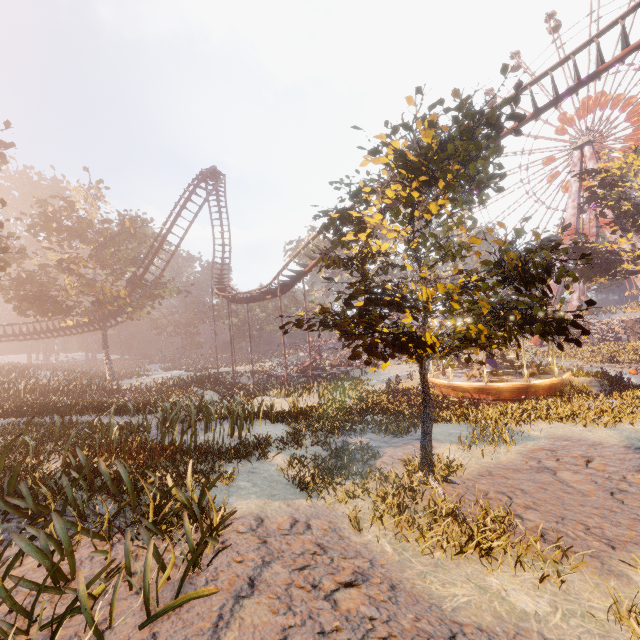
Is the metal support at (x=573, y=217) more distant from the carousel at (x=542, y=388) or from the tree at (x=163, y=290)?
the tree at (x=163, y=290)

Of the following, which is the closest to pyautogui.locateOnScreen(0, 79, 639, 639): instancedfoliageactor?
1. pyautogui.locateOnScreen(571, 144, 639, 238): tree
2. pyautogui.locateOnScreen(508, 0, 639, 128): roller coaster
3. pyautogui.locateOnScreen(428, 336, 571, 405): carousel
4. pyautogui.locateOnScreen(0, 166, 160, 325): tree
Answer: pyautogui.locateOnScreen(428, 336, 571, 405): carousel

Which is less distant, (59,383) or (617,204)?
(59,383)

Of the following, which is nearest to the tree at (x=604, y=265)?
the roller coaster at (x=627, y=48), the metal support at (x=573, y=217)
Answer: the metal support at (x=573, y=217)

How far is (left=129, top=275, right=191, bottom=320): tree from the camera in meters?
33.7 m

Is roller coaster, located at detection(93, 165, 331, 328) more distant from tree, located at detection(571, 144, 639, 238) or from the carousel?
tree, located at detection(571, 144, 639, 238)

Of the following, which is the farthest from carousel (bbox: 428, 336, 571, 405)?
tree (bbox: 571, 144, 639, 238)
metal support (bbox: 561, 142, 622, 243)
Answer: metal support (bbox: 561, 142, 622, 243)

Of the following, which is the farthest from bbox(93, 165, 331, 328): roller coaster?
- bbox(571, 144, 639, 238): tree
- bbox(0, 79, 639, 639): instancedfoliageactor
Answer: bbox(571, 144, 639, 238): tree
